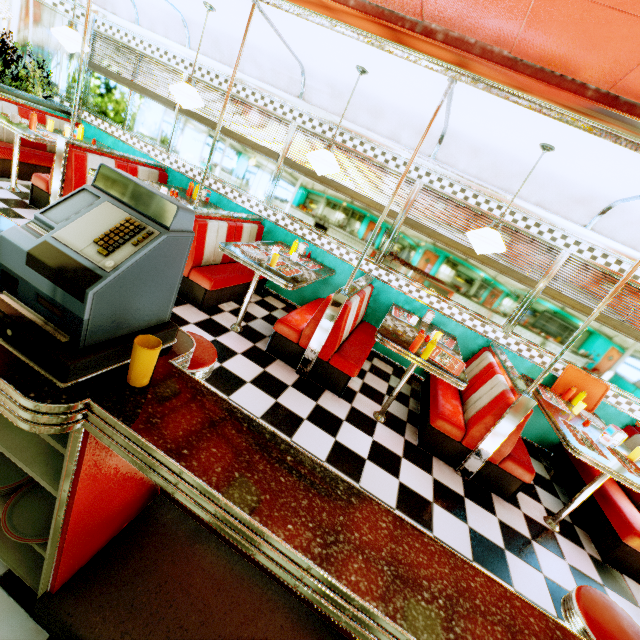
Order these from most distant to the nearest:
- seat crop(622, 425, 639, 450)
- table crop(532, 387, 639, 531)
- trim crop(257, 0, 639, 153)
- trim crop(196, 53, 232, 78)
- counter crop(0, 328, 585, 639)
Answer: trim crop(196, 53, 232, 78) → seat crop(622, 425, 639, 450) → table crop(532, 387, 639, 531) → trim crop(257, 0, 639, 153) → counter crop(0, 328, 585, 639)

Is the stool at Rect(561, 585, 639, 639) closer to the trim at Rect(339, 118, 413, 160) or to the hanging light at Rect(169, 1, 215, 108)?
the trim at Rect(339, 118, 413, 160)

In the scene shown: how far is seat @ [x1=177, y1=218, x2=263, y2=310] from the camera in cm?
384

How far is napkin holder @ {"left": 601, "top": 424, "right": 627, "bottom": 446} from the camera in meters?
3.3

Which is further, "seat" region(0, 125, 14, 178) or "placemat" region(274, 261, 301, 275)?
"seat" region(0, 125, 14, 178)

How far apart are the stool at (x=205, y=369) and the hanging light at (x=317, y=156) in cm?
249

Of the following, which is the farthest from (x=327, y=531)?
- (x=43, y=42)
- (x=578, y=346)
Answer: (x=43, y=42)

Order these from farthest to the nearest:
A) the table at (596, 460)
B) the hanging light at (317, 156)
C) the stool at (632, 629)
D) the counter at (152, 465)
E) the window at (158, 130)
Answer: the window at (158, 130)
the hanging light at (317, 156)
the table at (596, 460)
the stool at (632, 629)
the counter at (152, 465)
